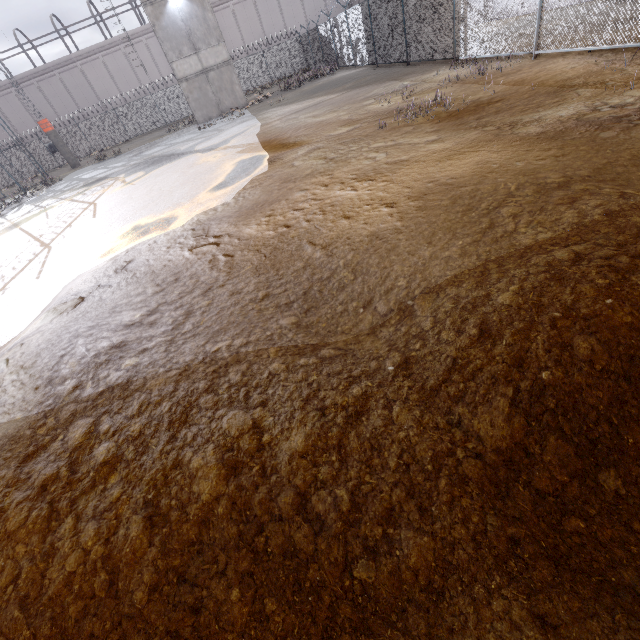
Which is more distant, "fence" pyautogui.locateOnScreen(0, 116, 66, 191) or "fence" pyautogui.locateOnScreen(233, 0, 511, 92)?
"fence" pyautogui.locateOnScreen(0, 116, 66, 191)

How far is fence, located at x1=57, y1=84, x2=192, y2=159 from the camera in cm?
3209

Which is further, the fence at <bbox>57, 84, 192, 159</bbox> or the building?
the fence at <bbox>57, 84, 192, 159</bbox>

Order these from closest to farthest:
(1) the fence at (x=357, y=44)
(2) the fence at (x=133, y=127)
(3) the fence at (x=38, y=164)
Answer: (1) the fence at (x=357, y=44) → (3) the fence at (x=38, y=164) → (2) the fence at (x=133, y=127)

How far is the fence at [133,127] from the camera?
32.09m

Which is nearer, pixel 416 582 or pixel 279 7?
pixel 416 582

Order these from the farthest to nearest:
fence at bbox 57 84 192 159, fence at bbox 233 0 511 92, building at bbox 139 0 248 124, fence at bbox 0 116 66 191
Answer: fence at bbox 57 84 192 159 → fence at bbox 0 116 66 191 → building at bbox 139 0 248 124 → fence at bbox 233 0 511 92
